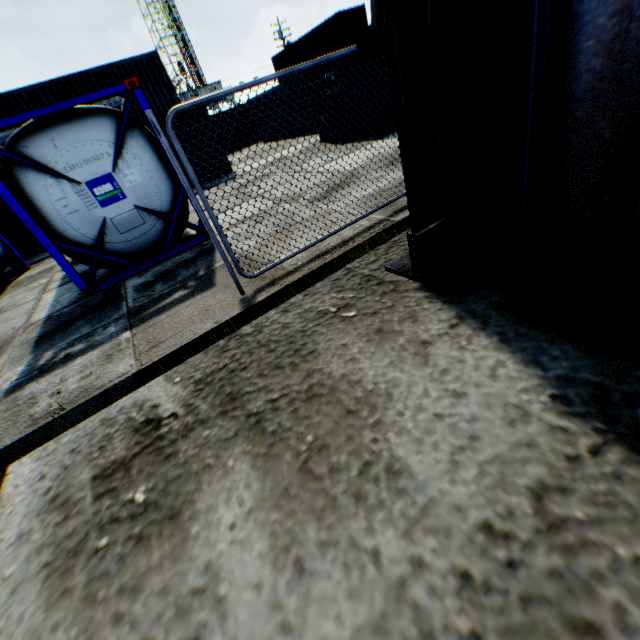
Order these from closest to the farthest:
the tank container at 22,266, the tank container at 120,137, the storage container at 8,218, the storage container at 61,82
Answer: the tank container at 120,137 < the tank container at 22,266 < the storage container at 8,218 < the storage container at 61,82

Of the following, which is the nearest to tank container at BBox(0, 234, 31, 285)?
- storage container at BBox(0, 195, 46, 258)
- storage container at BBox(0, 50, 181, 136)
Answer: storage container at BBox(0, 195, 46, 258)

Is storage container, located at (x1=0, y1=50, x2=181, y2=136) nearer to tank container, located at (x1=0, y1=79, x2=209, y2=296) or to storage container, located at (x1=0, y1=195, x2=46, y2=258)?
storage container, located at (x1=0, y1=195, x2=46, y2=258)

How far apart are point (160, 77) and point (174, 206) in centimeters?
1542cm

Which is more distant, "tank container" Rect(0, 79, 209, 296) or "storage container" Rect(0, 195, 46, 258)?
"storage container" Rect(0, 195, 46, 258)

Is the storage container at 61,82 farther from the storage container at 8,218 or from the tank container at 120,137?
the tank container at 120,137

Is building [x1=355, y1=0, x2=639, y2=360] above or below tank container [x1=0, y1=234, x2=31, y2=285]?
above

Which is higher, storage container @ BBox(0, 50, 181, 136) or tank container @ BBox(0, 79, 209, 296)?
storage container @ BBox(0, 50, 181, 136)
